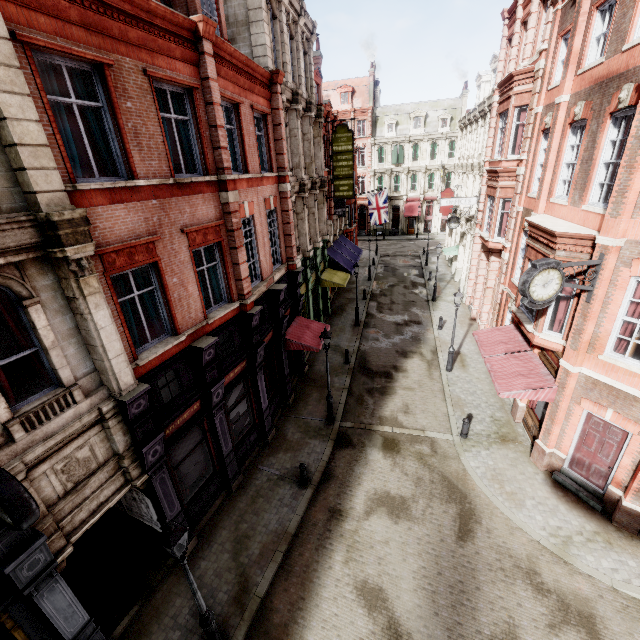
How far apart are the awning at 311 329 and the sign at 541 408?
9.13m

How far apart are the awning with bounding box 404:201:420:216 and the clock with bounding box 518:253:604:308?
42.27m

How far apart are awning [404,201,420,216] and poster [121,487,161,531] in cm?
4813

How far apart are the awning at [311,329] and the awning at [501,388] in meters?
7.0 m

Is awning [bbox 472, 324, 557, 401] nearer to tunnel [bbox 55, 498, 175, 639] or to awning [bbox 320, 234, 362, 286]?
awning [bbox 320, 234, 362, 286]

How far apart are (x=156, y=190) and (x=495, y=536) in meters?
14.0

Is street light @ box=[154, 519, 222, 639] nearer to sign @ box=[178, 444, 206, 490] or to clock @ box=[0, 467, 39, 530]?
clock @ box=[0, 467, 39, 530]

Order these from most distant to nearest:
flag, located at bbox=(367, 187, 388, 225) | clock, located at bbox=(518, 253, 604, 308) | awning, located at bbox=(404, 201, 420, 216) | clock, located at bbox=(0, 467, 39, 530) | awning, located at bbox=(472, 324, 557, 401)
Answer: awning, located at bbox=(404, 201, 420, 216), flag, located at bbox=(367, 187, 388, 225), awning, located at bbox=(472, 324, 557, 401), clock, located at bbox=(518, 253, 604, 308), clock, located at bbox=(0, 467, 39, 530)
